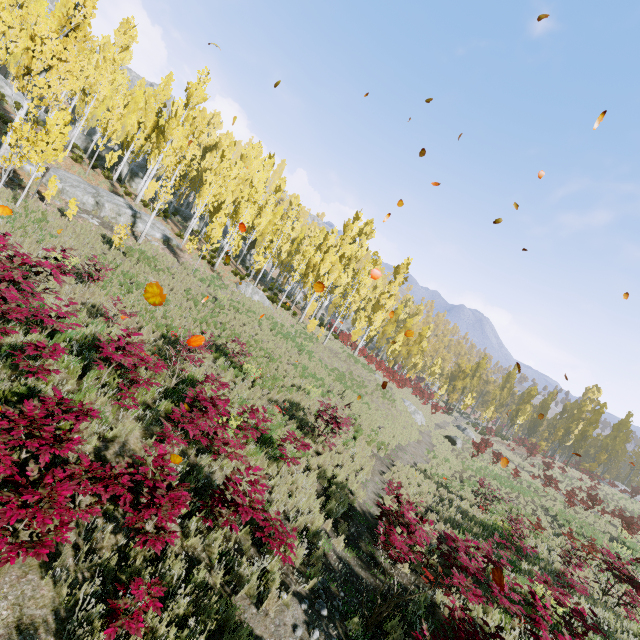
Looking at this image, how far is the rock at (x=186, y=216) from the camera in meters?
35.8

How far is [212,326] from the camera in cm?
1573

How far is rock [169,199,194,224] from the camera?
35.8m

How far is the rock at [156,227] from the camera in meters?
22.4

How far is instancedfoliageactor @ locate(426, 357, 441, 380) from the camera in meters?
46.5

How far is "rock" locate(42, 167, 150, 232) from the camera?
19.12m

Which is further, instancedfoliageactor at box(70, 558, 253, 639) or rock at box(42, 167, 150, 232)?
rock at box(42, 167, 150, 232)

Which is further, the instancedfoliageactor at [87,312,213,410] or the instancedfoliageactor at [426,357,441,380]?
the instancedfoliageactor at [426,357,441,380]
